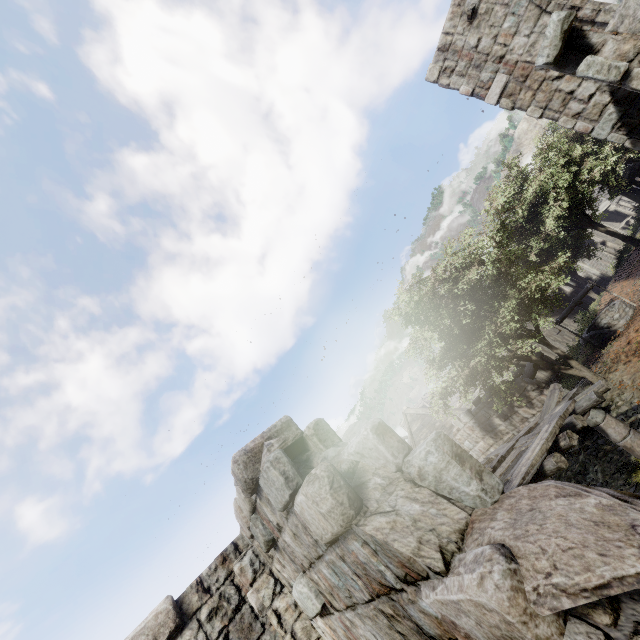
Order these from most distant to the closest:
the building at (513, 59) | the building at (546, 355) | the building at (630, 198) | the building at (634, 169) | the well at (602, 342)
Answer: the building at (630, 198) < the building at (634, 169) < the building at (546, 355) < the well at (602, 342) < the building at (513, 59)

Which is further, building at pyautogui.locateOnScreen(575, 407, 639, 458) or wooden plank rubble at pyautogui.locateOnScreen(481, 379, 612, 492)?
building at pyautogui.locateOnScreen(575, 407, 639, 458)

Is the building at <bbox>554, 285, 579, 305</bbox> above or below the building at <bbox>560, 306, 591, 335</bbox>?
above

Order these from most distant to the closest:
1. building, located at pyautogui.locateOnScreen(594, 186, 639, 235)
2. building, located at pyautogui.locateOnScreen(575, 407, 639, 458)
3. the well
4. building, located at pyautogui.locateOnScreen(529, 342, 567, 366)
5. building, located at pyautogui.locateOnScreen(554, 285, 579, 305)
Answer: building, located at pyautogui.locateOnScreen(554, 285, 579, 305)
building, located at pyautogui.locateOnScreen(594, 186, 639, 235)
building, located at pyautogui.locateOnScreen(529, 342, 567, 366)
the well
building, located at pyautogui.locateOnScreen(575, 407, 639, 458)

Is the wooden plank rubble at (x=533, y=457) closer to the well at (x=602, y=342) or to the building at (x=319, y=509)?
the building at (x=319, y=509)

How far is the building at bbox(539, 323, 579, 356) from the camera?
18.83m

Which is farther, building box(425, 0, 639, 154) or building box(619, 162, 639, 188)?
building box(619, 162, 639, 188)

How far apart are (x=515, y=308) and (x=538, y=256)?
15.5 meters
